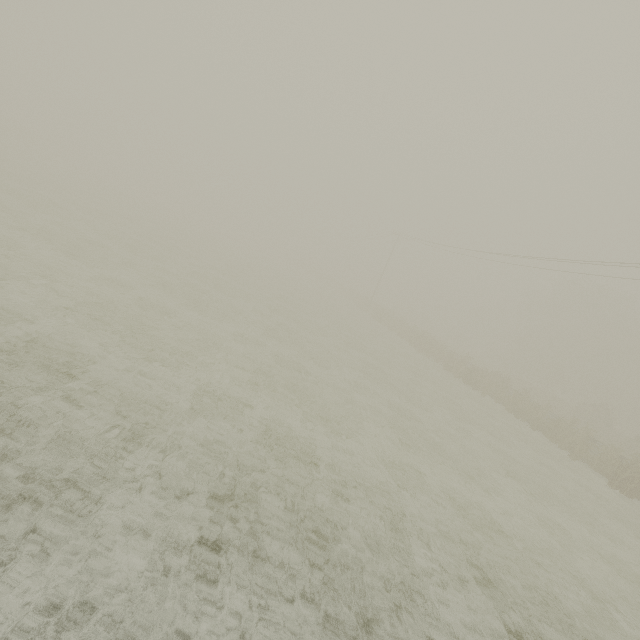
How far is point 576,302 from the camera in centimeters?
Answer: 4428cm
